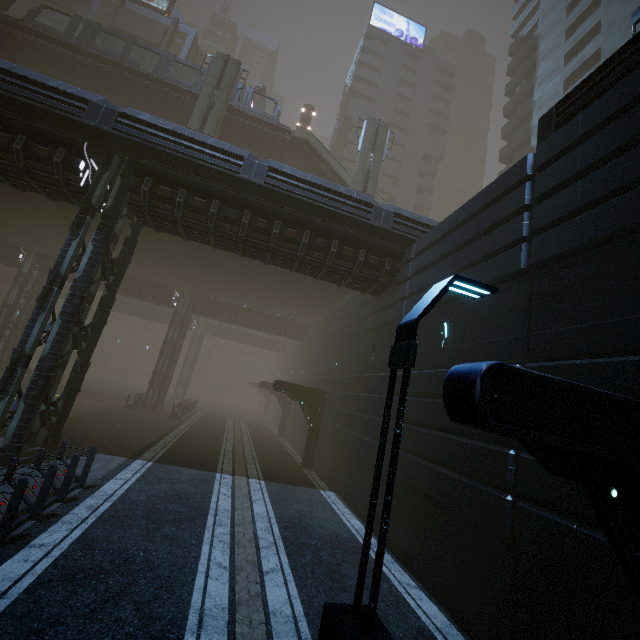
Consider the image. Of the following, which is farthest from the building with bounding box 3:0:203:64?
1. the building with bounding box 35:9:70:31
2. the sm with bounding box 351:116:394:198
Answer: the sm with bounding box 351:116:394:198

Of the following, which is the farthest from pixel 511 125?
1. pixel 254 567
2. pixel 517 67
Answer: pixel 254 567

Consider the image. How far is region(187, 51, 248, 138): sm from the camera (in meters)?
25.28

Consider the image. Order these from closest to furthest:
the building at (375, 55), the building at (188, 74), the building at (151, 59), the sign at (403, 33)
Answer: the building at (375, 55) → the building at (151, 59) → the building at (188, 74) → the sign at (403, 33)

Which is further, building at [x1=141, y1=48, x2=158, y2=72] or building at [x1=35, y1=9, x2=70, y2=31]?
building at [x1=35, y1=9, x2=70, y2=31]

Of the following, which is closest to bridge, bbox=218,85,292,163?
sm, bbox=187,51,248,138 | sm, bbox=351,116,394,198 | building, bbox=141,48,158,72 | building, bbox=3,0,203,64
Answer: sm, bbox=187,51,248,138

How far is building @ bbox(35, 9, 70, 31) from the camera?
41.9 meters

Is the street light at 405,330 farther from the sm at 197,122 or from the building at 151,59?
the building at 151,59
